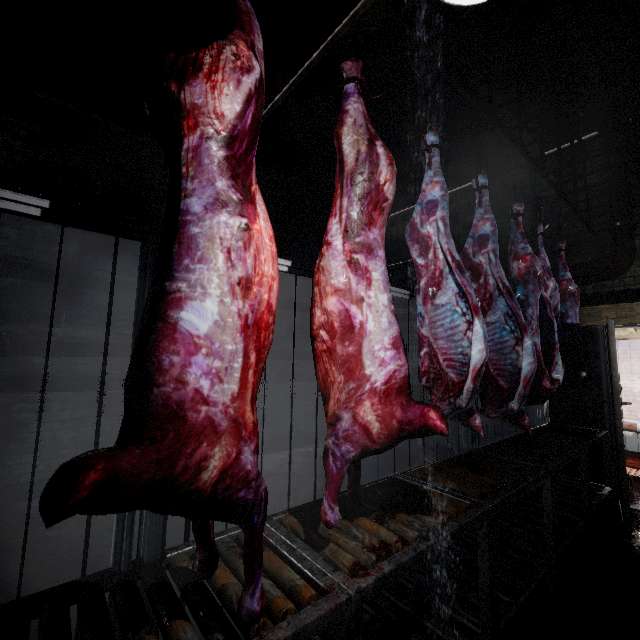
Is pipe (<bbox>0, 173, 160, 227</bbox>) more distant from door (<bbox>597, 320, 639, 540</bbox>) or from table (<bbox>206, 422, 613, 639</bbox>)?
table (<bbox>206, 422, 613, 639</bbox>)

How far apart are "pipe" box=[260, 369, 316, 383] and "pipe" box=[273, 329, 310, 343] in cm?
11

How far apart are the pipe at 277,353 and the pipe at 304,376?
0.1m

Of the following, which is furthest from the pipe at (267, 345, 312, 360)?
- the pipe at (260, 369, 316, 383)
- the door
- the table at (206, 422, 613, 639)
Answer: the door

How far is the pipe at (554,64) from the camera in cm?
270

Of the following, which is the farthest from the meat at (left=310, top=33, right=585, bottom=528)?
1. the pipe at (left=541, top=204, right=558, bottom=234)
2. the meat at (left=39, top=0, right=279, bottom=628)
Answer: the pipe at (left=541, top=204, right=558, bottom=234)

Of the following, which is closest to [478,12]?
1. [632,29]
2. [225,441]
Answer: [632,29]

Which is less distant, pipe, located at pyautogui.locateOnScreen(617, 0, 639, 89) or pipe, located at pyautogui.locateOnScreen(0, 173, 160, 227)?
pipe, located at pyautogui.locateOnScreen(617, 0, 639, 89)
